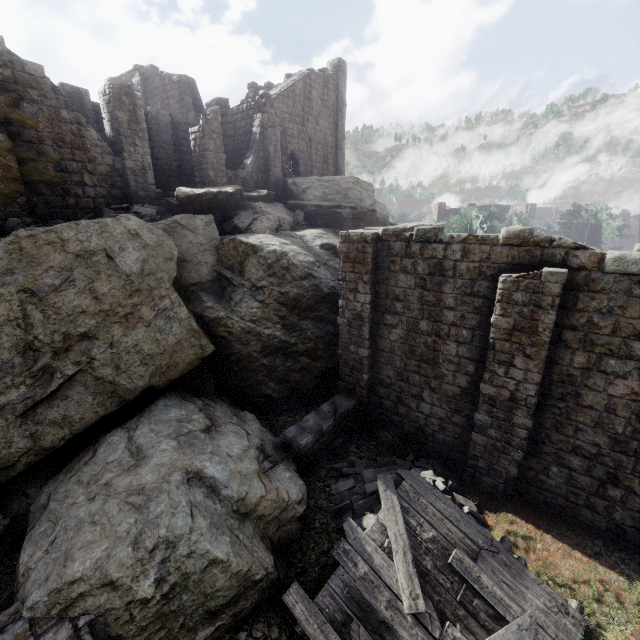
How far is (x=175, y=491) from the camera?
6.83m

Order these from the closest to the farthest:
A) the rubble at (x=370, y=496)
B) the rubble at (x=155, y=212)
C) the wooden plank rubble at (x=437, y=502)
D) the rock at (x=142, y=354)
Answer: the wooden plank rubble at (x=437, y=502) < the rubble at (x=370, y=496) < the rock at (x=142, y=354) < the rubble at (x=155, y=212)

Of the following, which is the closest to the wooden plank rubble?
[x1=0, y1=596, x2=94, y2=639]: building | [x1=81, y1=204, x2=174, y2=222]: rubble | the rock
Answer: [x1=0, y1=596, x2=94, y2=639]: building

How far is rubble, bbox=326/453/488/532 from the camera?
8.4m

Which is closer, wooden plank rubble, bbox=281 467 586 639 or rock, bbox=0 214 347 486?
wooden plank rubble, bbox=281 467 586 639

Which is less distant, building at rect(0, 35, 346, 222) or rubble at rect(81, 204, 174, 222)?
building at rect(0, 35, 346, 222)

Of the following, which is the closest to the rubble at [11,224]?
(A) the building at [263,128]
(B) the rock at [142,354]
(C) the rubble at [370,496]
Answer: (B) the rock at [142,354]

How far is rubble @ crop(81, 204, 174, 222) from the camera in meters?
13.6 m
